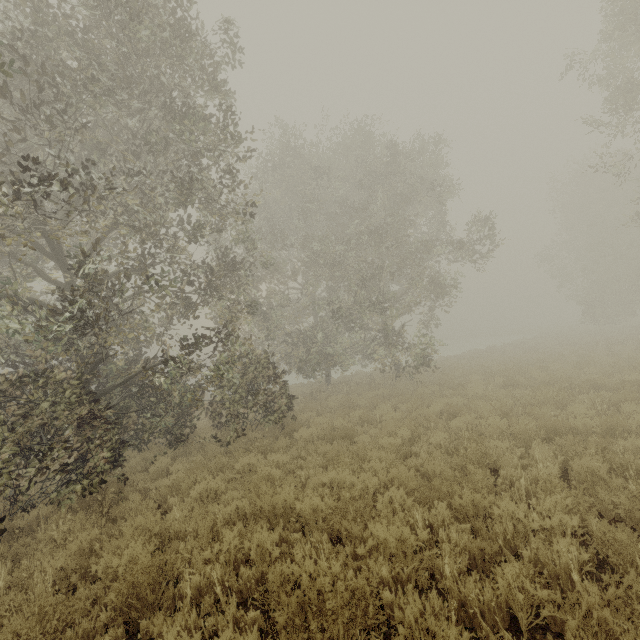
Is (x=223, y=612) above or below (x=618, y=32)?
below
